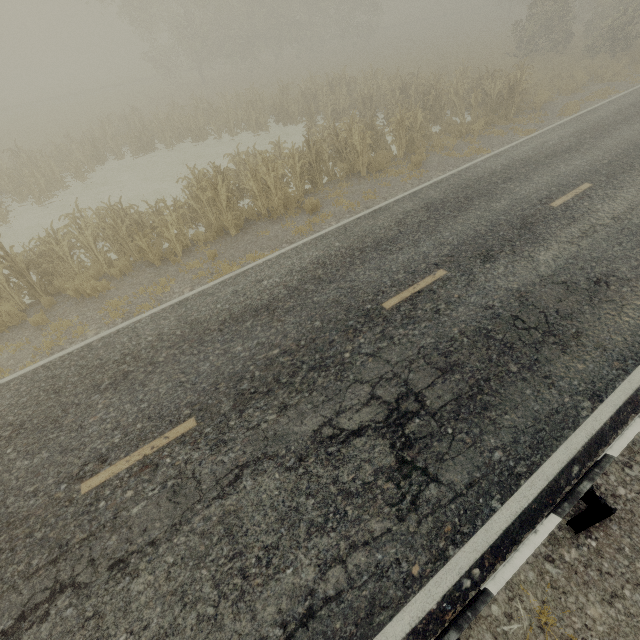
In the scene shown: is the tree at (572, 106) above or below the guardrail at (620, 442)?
below

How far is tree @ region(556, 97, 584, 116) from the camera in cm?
1376

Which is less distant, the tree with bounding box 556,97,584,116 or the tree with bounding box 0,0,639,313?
the tree with bounding box 0,0,639,313

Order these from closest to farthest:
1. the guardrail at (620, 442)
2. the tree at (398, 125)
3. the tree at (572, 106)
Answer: the guardrail at (620, 442), the tree at (398, 125), the tree at (572, 106)

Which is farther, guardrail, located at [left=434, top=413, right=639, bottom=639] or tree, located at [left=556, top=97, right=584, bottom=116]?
tree, located at [left=556, top=97, right=584, bottom=116]

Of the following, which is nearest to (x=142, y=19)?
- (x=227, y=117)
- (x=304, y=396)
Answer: (x=227, y=117)

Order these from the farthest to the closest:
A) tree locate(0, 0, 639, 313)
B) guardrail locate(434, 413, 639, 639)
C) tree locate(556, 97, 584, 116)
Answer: tree locate(556, 97, 584, 116) < tree locate(0, 0, 639, 313) < guardrail locate(434, 413, 639, 639)

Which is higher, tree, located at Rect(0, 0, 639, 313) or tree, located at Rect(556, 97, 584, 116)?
tree, located at Rect(0, 0, 639, 313)
